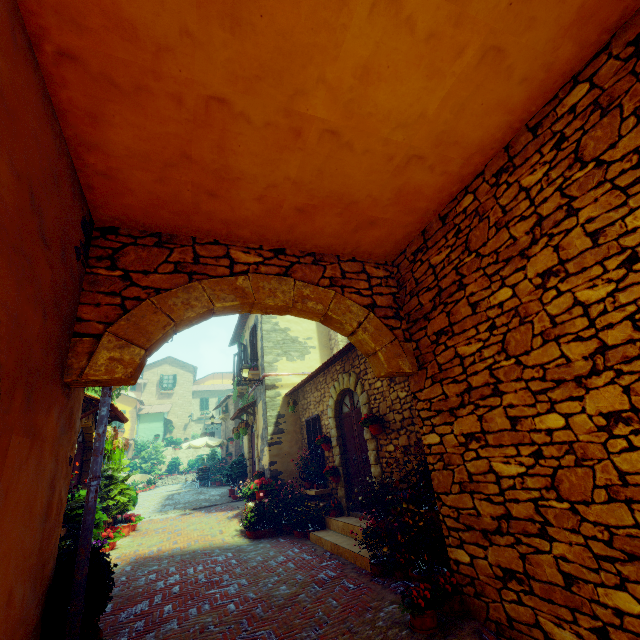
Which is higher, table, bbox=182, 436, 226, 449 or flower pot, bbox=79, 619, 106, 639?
table, bbox=182, 436, 226, 449

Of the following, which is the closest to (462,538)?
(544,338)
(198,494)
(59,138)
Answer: (544,338)

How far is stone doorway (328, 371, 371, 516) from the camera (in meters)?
7.23

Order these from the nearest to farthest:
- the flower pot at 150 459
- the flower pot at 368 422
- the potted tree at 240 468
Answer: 1. the flower pot at 368 422
2. the potted tree at 240 468
3. the flower pot at 150 459

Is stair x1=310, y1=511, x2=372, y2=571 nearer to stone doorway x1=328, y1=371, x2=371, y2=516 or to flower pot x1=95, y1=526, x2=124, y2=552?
stone doorway x1=328, y1=371, x2=371, y2=516

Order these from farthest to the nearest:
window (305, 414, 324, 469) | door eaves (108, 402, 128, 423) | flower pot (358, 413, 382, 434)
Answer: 1. window (305, 414, 324, 469)
2. door eaves (108, 402, 128, 423)
3. flower pot (358, 413, 382, 434)

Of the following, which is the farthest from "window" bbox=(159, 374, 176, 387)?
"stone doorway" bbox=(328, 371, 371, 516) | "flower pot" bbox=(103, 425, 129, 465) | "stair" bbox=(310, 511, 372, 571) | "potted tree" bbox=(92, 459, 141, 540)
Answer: "stair" bbox=(310, 511, 372, 571)

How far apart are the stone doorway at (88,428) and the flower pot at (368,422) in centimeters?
598cm
